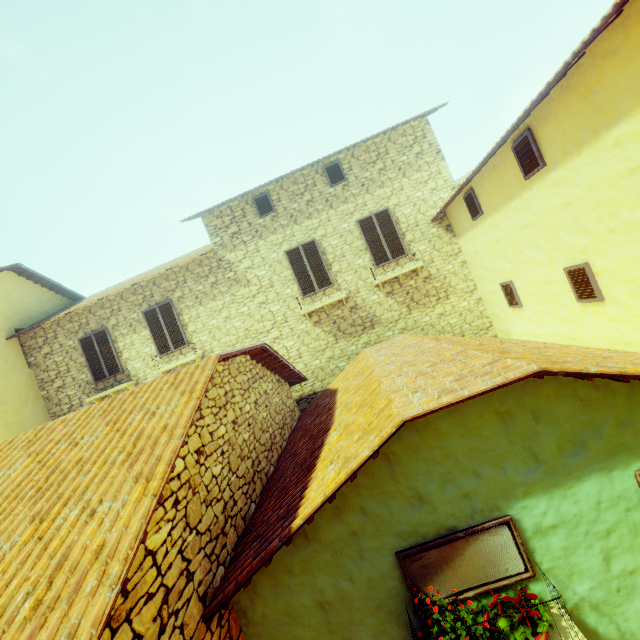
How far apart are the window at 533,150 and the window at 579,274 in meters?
1.8 m

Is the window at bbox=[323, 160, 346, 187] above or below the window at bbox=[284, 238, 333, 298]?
above

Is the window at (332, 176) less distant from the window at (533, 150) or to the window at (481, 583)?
the window at (533, 150)

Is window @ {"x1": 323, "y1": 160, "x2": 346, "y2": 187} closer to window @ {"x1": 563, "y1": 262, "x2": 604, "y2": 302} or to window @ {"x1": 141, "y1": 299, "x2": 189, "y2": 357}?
window @ {"x1": 563, "y1": 262, "x2": 604, "y2": 302}

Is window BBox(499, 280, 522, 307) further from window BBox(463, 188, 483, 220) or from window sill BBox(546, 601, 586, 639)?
window BBox(463, 188, 483, 220)

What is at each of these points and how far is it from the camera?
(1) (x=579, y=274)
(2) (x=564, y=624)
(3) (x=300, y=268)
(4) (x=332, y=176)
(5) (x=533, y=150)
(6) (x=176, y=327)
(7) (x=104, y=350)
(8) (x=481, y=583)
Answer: (1) window, 5.8 meters
(2) window sill, 3.1 meters
(3) window, 10.3 meters
(4) window, 10.3 meters
(5) window, 5.6 meters
(6) window, 10.7 meters
(7) window, 10.9 meters
(8) window, 3.3 meters

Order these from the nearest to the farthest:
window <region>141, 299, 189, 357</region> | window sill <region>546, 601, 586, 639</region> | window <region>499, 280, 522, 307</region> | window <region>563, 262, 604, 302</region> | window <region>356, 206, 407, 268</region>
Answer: window sill <region>546, 601, 586, 639</region> → window <region>563, 262, 604, 302</region> → window <region>499, 280, 522, 307</region> → window <region>356, 206, 407, 268</region> → window <region>141, 299, 189, 357</region>

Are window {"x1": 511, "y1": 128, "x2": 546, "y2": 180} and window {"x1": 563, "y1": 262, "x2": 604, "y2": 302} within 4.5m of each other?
yes
